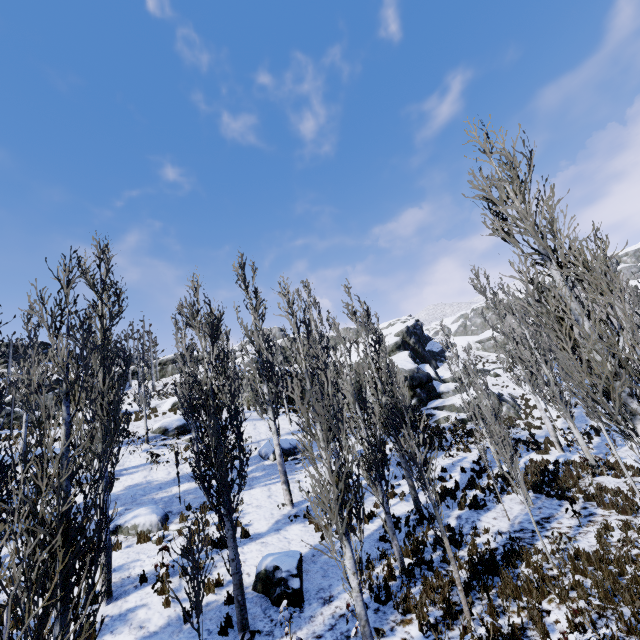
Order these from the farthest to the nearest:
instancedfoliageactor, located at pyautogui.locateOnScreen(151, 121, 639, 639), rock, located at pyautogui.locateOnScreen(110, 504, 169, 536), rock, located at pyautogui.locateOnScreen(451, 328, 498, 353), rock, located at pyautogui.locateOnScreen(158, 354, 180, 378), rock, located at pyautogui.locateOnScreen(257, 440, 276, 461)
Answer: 1. rock, located at pyautogui.locateOnScreen(451, 328, 498, 353)
2. rock, located at pyautogui.locateOnScreen(158, 354, 180, 378)
3. rock, located at pyautogui.locateOnScreen(257, 440, 276, 461)
4. rock, located at pyautogui.locateOnScreen(110, 504, 169, 536)
5. instancedfoliageactor, located at pyautogui.locateOnScreen(151, 121, 639, 639)

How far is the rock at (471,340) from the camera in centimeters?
5288cm

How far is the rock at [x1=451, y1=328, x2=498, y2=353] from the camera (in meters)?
52.88

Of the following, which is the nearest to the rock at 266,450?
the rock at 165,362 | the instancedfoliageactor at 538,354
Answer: the instancedfoliageactor at 538,354

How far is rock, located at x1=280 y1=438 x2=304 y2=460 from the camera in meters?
19.9

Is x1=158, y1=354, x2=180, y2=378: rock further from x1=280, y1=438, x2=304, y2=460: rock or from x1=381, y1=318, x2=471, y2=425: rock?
x1=280, y1=438, x2=304, y2=460: rock

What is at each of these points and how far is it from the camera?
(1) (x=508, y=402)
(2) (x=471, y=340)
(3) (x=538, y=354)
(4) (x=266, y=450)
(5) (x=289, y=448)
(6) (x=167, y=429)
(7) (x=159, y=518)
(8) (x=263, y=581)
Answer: (1) rock, 30.3m
(2) rock, 57.3m
(3) instancedfoliageactor, 17.3m
(4) rock, 19.9m
(5) rock, 20.5m
(6) rock, 22.5m
(7) rock, 12.5m
(8) rock, 8.8m

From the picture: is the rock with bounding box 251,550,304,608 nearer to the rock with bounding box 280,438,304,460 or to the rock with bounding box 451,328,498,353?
the rock with bounding box 280,438,304,460
